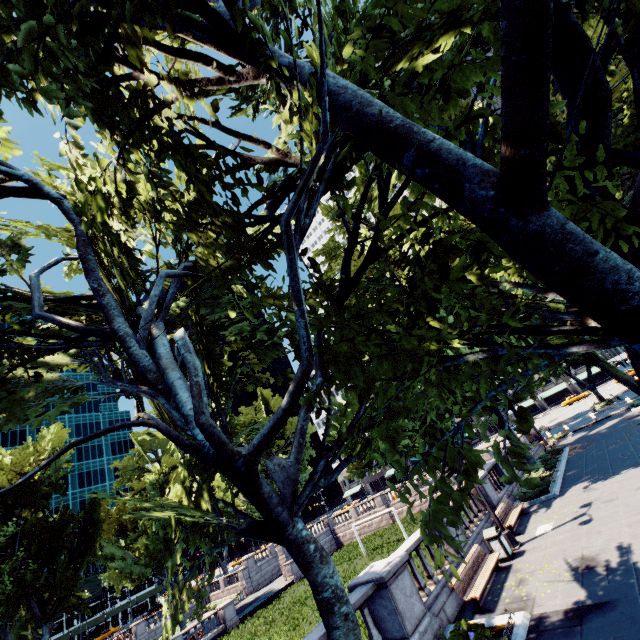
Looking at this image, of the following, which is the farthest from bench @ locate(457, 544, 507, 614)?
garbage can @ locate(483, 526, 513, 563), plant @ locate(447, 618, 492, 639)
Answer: plant @ locate(447, 618, 492, 639)

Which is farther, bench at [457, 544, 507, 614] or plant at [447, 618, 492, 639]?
bench at [457, 544, 507, 614]

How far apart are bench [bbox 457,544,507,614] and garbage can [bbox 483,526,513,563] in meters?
0.4 m

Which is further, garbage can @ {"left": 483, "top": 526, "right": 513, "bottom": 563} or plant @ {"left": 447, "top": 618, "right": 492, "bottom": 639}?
garbage can @ {"left": 483, "top": 526, "right": 513, "bottom": 563}

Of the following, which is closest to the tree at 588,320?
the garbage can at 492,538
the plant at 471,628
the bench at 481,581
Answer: the plant at 471,628

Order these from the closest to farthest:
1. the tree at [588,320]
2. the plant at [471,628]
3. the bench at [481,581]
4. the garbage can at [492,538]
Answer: the tree at [588,320], the plant at [471,628], the bench at [481,581], the garbage can at [492,538]

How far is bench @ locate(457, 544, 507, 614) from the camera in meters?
9.5 m

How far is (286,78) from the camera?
5.2 meters
